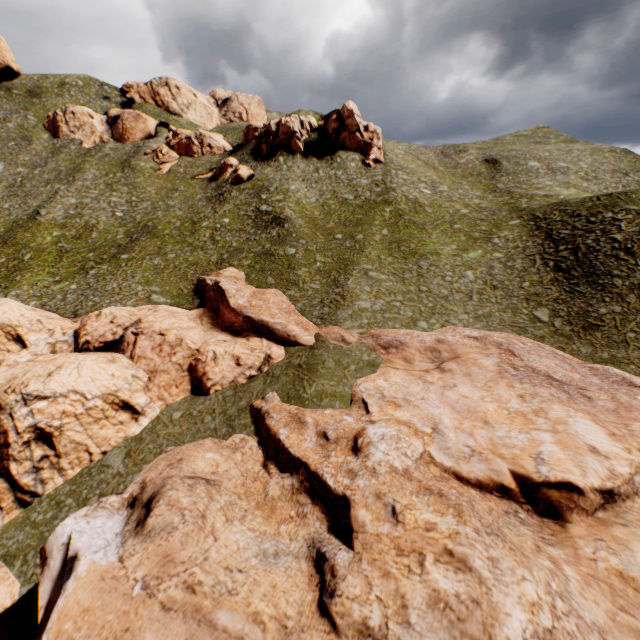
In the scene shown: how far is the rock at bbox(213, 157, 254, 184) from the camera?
53.22m

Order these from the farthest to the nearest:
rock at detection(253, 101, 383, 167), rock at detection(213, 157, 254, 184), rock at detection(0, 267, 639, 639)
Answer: rock at detection(253, 101, 383, 167) < rock at detection(213, 157, 254, 184) < rock at detection(0, 267, 639, 639)

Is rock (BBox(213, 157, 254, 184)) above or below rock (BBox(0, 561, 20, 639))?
above

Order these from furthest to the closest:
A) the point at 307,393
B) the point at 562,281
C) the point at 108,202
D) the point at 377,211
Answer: the point at 108,202
the point at 377,211
the point at 562,281
the point at 307,393

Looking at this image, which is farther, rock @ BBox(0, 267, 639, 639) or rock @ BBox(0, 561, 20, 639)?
rock @ BBox(0, 561, 20, 639)

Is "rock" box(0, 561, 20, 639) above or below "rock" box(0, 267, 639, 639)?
below

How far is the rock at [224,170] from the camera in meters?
53.2

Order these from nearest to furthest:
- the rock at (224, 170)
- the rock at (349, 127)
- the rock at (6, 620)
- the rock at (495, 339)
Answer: the rock at (495, 339)
the rock at (6, 620)
the rock at (224, 170)
the rock at (349, 127)
